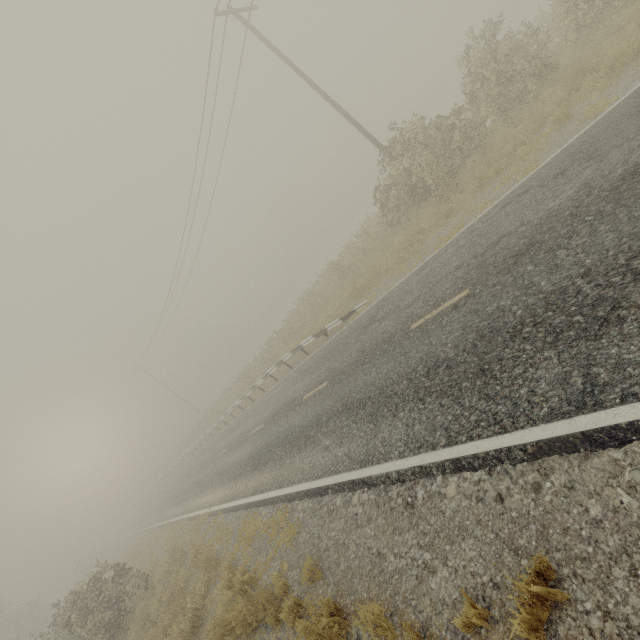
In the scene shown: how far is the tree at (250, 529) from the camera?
7.4m

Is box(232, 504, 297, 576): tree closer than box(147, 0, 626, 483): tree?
Yes

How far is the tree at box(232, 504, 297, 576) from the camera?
7.4 meters

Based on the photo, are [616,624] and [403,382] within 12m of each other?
yes

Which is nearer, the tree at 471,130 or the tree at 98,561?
the tree at 471,130

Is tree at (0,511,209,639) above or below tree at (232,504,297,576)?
above

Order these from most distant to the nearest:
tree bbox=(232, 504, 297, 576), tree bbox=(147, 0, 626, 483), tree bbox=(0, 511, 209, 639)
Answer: tree bbox=(0, 511, 209, 639) < tree bbox=(147, 0, 626, 483) < tree bbox=(232, 504, 297, 576)
